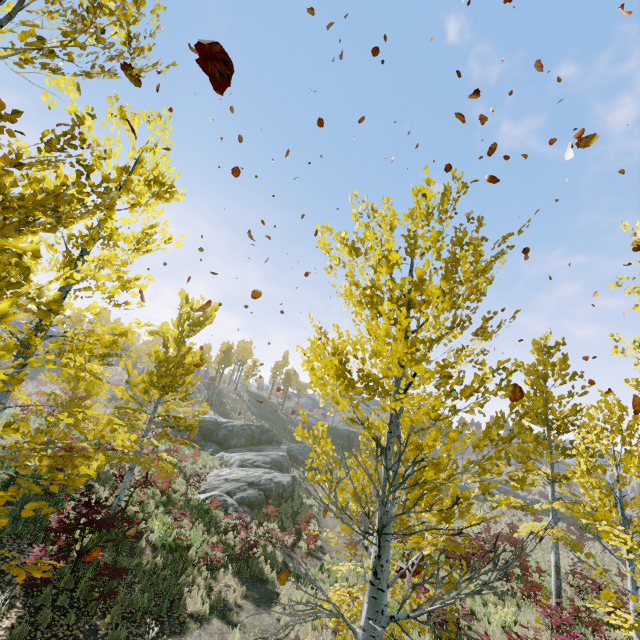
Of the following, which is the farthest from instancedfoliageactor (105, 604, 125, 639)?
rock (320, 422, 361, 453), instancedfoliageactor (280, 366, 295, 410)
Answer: instancedfoliageactor (280, 366, 295, 410)

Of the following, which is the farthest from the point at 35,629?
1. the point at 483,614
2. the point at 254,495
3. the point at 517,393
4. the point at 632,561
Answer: the point at 632,561

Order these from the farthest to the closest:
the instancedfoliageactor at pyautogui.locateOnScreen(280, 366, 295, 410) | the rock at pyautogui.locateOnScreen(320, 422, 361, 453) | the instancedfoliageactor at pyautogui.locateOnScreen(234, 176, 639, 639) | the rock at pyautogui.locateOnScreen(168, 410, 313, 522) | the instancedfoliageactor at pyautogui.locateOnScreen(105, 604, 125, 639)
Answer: the instancedfoliageactor at pyautogui.locateOnScreen(280, 366, 295, 410)
the rock at pyautogui.locateOnScreen(320, 422, 361, 453)
the rock at pyautogui.locateOnScreen(168, 410, 313, 522)
the instancedfoliageactor at pyautogui.locateOnScreen(105, 604, 125, 639)
the instancedfoliageactor at pyautogui.locateOnScreen(234, 176, 639, 639)

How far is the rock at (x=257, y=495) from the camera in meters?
17.6

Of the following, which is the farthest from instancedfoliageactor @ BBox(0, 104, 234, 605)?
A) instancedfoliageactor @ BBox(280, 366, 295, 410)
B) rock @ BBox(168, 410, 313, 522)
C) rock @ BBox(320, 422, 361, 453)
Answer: instancedfoliageactor @ BBox(280, 366, 295, 410)

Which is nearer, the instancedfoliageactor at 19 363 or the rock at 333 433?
the instancedfoliageactor at 19 363

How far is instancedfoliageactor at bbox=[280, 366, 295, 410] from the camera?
54.5m

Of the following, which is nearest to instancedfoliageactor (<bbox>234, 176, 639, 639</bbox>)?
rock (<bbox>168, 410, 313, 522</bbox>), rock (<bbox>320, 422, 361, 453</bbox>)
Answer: rock (<bbox>168, 410, 313, 522</bbox>)
